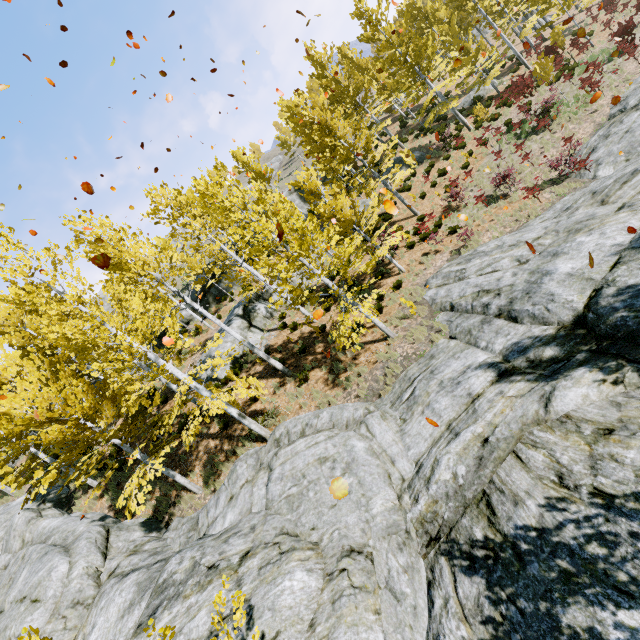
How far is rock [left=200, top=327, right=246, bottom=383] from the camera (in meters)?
17.33

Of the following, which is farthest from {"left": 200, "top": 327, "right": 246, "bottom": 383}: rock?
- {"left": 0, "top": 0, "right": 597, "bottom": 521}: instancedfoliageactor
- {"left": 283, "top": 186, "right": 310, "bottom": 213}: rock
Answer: {"left": 283, "top": 186, "right": 310, "bottom": 213}: rock

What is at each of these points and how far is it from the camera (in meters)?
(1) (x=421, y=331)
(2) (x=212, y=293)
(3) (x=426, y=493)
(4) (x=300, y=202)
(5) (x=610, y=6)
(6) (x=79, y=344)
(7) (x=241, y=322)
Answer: (1) instancedfoliageactor, 11.00
(2) rock, 27.95
(3) rock, 6.12
(4) rock, 30.81
(5) instancedfoliageactor, 24.59
(6) instancedfoliageactor, 19.80
(7) rock, 18.89

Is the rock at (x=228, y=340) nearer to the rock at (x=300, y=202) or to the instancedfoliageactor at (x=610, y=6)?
the instancedfoliageactor at (x=610, y=6)

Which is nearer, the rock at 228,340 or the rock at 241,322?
the rock at 228,340

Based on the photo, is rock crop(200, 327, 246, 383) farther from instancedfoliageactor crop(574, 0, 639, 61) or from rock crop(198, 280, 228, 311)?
rock crop(198, 280, 228, 311)

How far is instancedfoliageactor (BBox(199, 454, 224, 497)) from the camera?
11.9 meters
